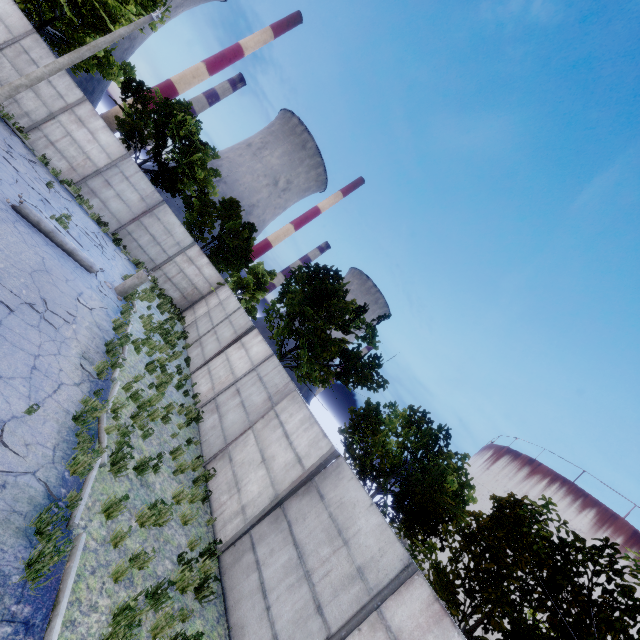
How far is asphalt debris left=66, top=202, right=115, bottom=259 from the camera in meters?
13.5 m

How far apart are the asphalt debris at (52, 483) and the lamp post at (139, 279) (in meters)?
8.57

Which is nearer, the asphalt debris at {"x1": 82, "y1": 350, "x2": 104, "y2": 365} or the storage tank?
the asphalt debris at {"x1": 82, "y1": 350, "x2": 104, "y2": 365}

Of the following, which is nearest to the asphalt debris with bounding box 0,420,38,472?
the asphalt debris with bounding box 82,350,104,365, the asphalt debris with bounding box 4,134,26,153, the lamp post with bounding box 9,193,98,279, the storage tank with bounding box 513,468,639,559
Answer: the asphalt debris with bounding box 82,350,104,365

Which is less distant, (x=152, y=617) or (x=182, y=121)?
(x=152, y=617)

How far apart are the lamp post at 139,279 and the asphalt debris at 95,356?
5.5m

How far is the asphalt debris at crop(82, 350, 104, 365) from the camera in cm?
820

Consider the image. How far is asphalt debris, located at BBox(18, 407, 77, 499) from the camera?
5.0m
